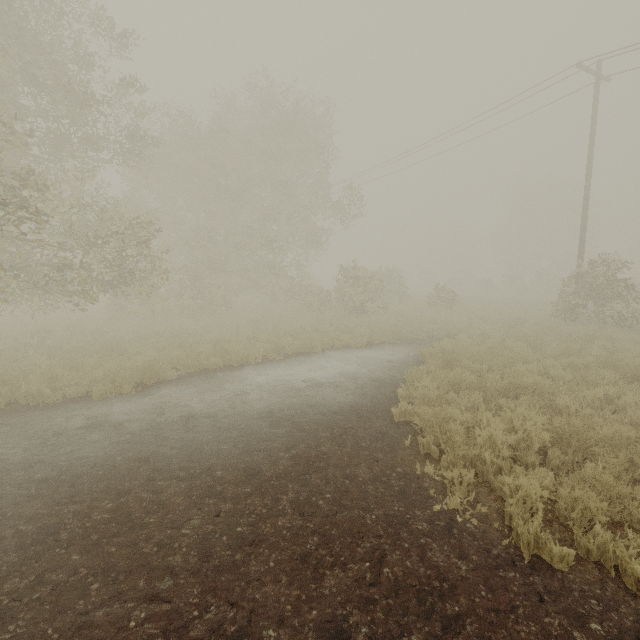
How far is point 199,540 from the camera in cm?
368
